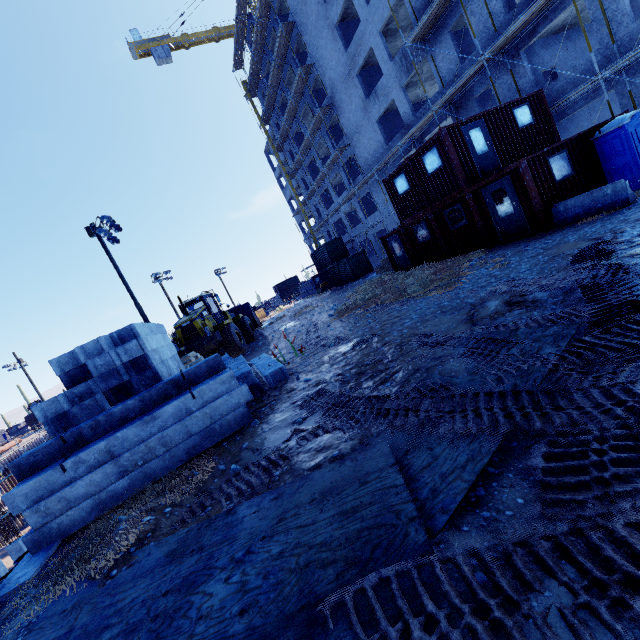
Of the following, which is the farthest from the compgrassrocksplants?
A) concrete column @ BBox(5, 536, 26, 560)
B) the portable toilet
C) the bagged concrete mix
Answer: concrete column @ BBox(5, 536, 26, 560)

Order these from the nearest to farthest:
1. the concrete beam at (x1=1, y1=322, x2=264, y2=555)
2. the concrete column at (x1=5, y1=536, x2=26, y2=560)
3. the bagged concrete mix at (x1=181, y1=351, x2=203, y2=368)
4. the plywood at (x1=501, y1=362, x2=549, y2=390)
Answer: the plywood at (x1=501, y1=362, x2=549, y2=390) → the concrete beam at (x1=1, y1=322, x2=264, y2=555) → the bagged concrete mix at (x1=181, y1=351, x2=203, y2=368) → the concrete column at (x1=5, y1=536, x2=26, y2=560)

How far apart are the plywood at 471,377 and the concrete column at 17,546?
22.7 meters

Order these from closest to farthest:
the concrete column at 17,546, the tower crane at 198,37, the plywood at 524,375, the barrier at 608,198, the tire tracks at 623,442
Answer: the tire tracks at 623,442 → the plywood at 524,375 → the barrier at 608,198 → the concrete column at 17,546 → the tower crane at 198,37

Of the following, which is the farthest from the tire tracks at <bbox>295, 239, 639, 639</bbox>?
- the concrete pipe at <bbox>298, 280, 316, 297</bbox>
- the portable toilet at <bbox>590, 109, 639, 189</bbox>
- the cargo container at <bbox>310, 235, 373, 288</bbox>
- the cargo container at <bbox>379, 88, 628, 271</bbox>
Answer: the concrete pipe at <bbox>298, 280, 316, 297</bbox>

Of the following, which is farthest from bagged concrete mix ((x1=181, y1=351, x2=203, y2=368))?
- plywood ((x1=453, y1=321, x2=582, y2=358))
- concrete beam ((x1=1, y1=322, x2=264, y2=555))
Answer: plywood ((x1=453, y1=321, x2=582, y2=358))

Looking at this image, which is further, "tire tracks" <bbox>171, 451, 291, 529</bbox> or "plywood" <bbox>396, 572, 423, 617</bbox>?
"tire tracks" <bbox>171, 451, 291, 529</bbox>

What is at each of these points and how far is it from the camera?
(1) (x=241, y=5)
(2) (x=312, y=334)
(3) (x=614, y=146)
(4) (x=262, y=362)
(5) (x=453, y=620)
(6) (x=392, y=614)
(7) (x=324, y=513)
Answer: (1) scaffolding, 35.1 meters
(2) tire tracks, 13.3 meters
(3) portable toilet, 10.9 meters
(4) concrete beam, 10.5 meters
(5) plywood, 1.8 meters
(6) plywood, 2.0 meters
(7) plywood, 3.1 meters
